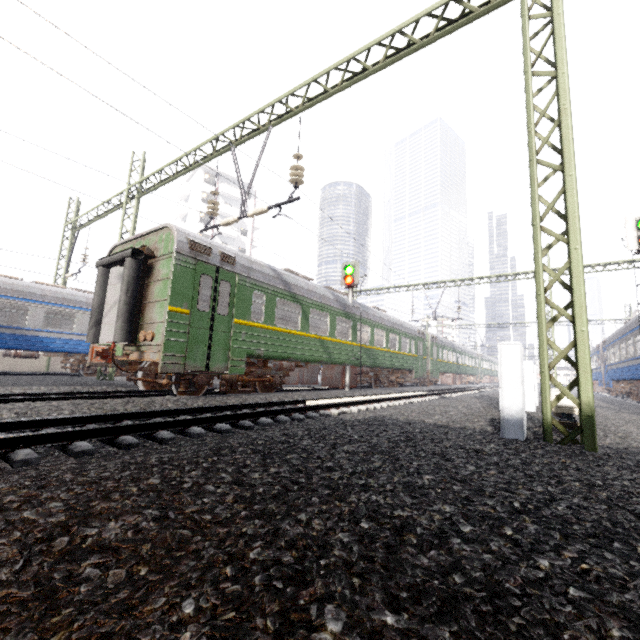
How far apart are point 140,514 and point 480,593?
1.7 meters

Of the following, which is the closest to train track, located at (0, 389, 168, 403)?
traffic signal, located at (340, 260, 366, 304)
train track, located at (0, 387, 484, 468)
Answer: train track, located at (0, 387, 484, 468)

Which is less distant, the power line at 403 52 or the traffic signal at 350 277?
the power line at 403 52

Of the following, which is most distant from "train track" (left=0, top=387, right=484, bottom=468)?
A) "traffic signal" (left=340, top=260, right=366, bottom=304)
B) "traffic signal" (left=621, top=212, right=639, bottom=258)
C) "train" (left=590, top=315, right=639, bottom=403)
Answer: "train" (left=590, top=315, right=639, bottom=403)

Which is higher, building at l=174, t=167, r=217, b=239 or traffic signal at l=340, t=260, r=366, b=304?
building at l=174, t=167, r=217, b=239

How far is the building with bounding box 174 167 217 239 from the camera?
44.1 meters

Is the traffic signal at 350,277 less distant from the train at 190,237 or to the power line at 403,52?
the train at 190,237
